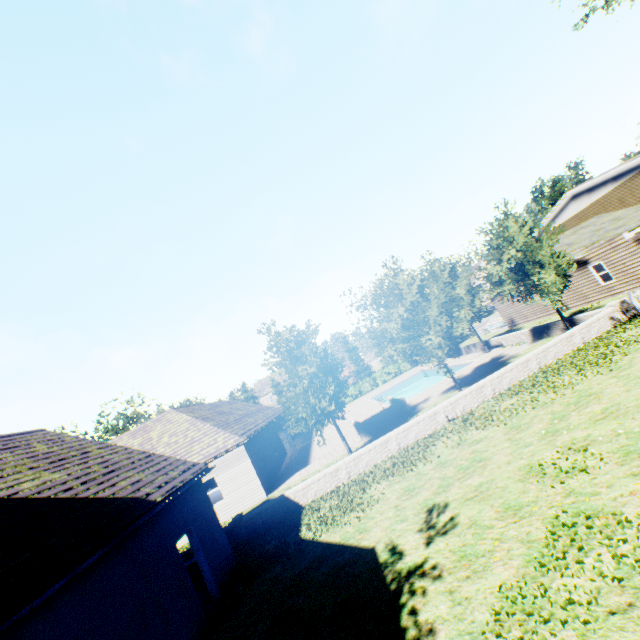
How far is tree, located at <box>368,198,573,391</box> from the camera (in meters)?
16.25

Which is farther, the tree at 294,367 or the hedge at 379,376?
the hedge at 379,376

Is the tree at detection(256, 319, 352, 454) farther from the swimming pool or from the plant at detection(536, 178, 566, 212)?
the plant at detection(536, 178, 566, 212)

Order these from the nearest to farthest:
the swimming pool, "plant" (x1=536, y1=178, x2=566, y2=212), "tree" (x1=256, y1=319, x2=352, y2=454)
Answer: "tree" (x1=256, y1=319, x2=352, y2=454) → the swimming pool → "plant" (x1=536, y1=178, x2=566, y2=212)

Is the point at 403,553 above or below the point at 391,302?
below

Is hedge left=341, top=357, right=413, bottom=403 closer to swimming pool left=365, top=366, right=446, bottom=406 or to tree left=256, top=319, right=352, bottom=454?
tree left=256, top=319, right=352, bottom=454

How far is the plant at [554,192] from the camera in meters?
46.2 m
